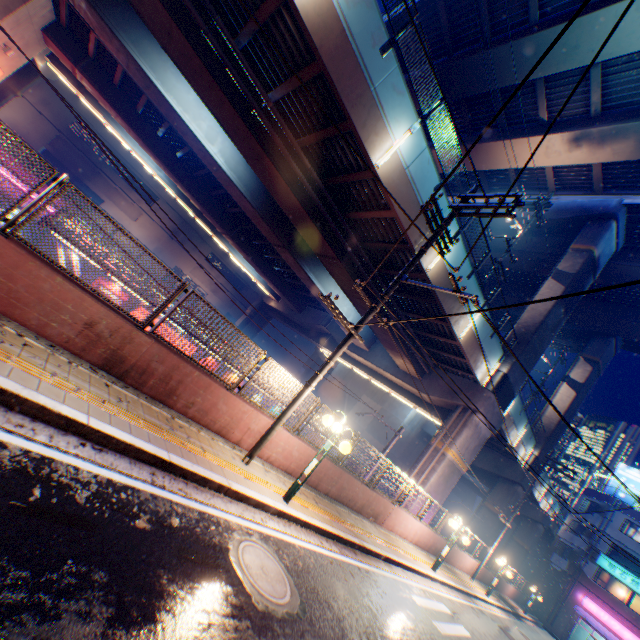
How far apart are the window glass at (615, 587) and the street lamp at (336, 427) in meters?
45.8 m

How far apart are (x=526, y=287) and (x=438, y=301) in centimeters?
2590cm

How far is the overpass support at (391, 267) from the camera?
12.9m

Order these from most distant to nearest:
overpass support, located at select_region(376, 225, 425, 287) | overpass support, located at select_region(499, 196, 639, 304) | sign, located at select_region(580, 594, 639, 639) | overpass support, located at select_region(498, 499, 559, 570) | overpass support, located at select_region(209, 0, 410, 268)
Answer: overpass support, located at select_region(498, 499, 559, 570)
sign, located at select_region(580, 594, 639, 639)
overpass support, located at select_region(499, 196, 639, 304)
overpass support, located at select_region(376, 225, 425, 287)
overpass support, located at select_region(209, 0, 410, 268)

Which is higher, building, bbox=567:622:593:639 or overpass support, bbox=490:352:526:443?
overpass support, bbox=490:352:526:443

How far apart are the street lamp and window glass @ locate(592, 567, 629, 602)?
45.81m

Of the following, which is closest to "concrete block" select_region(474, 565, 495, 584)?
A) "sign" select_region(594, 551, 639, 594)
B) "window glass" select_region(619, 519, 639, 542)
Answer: "sign" select_region(594, 551, 639, 594)

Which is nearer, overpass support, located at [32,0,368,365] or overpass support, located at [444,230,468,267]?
overpass support, located at [32,0,368,365]
